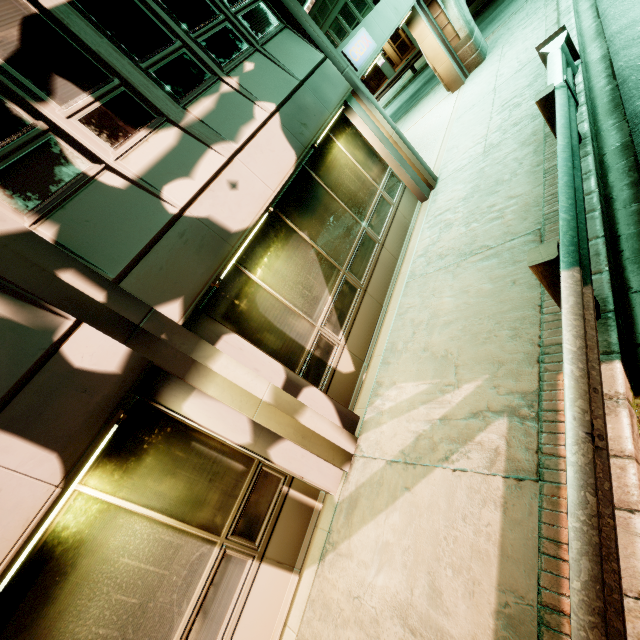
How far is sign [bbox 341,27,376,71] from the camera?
7.12m

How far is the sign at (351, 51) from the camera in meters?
7.1

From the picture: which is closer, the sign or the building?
the building

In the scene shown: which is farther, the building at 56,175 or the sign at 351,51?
the sign at 351,51

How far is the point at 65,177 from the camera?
3.6m
